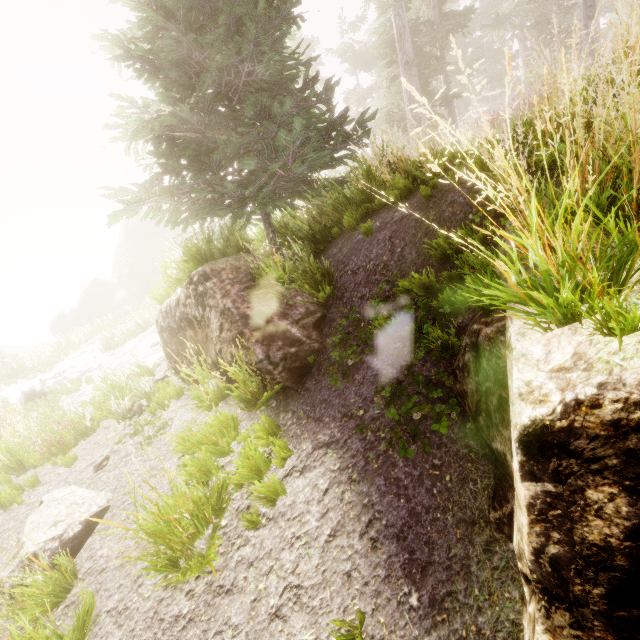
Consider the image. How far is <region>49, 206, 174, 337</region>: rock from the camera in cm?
3981

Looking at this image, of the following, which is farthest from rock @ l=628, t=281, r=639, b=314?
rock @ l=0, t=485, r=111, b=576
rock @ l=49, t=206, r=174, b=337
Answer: rock @ l=49, t=206, r=174, b=337

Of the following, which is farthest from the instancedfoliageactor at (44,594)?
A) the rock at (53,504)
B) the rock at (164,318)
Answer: the rock at (53,504)

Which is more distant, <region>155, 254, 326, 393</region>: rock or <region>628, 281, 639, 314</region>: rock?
<region>155, 254, 326, 393</region>: rock

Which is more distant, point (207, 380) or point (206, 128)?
point (206, 128)

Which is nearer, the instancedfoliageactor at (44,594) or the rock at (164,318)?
the instancedfoliageactor at (44,594)

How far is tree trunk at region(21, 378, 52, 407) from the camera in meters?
14.1 m

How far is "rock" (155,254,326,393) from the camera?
4.5m
